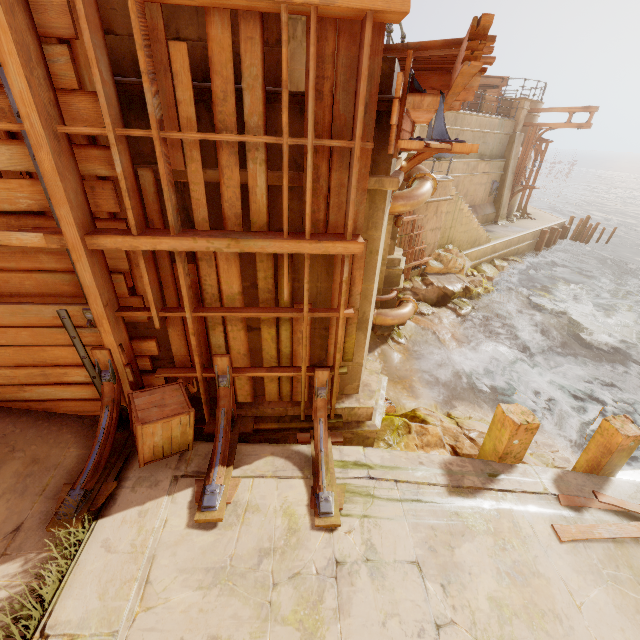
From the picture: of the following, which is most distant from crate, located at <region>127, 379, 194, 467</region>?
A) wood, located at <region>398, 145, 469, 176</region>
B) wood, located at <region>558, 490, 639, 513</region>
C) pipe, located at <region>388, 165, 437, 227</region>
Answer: pipe, located at <region>388, 165, 437, 227</region>

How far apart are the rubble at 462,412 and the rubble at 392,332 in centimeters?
255cm

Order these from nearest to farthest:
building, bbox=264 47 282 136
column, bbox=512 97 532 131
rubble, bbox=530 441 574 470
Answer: building, bbox=264 47 282 136
rubble, bbox=530 441 574 470
column, bbox=512 97 532 131

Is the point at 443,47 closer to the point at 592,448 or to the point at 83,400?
the point at 83,400

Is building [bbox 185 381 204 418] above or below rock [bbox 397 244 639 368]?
above

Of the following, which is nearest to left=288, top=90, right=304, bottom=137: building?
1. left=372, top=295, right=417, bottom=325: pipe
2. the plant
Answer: left=372, top=295, right=417, bottom=325: pipe

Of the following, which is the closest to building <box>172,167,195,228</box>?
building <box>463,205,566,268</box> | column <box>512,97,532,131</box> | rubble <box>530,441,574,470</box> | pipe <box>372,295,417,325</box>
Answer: pipe <box>372,295,417,325</box>

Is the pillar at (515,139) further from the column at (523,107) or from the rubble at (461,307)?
the rubble at (461,307)
